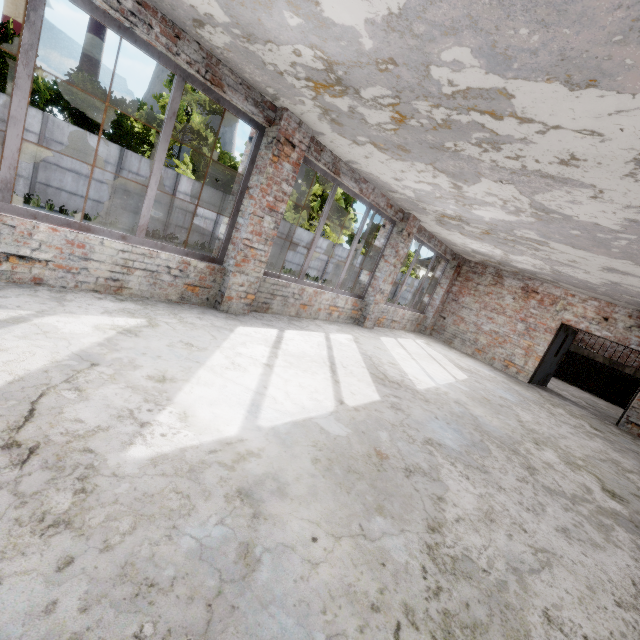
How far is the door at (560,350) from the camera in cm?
1049

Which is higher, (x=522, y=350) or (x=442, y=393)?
(x=522, y=350)

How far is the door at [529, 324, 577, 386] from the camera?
10.5m
